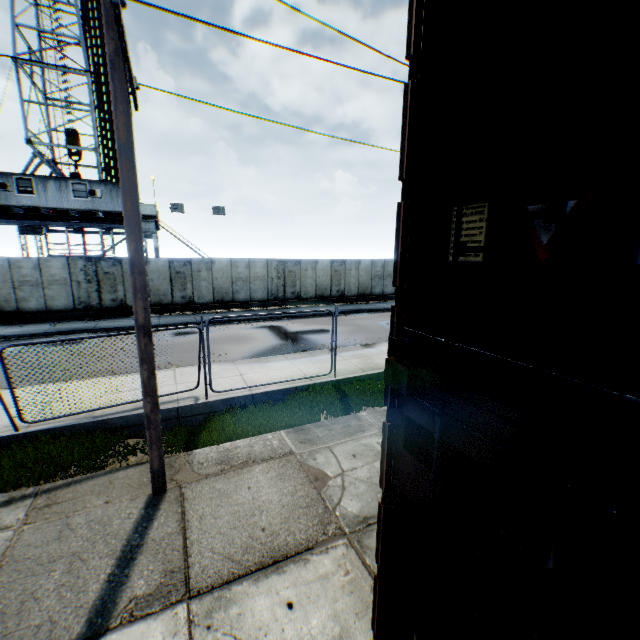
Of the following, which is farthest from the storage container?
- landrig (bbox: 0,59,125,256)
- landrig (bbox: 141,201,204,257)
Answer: landrig (bbox: 0,59,125,256)

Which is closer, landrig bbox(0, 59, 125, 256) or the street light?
the street light

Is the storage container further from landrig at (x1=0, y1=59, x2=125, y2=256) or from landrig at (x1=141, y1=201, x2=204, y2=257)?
landrig at (x1=0, y1=59, x2=125, y2=256)

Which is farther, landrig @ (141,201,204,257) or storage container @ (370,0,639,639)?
landrig @ (141,201,204,257)

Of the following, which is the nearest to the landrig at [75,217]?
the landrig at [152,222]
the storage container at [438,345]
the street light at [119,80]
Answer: the landrig at [152,222]

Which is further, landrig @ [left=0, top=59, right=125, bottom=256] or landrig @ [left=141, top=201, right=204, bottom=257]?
landrig @ [left=141, top=201, right=204, bottom=257]

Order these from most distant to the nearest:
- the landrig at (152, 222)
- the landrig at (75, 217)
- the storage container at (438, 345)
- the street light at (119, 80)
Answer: the landrig at (152, 222), the landrig at (75, 217), the street light at (119, 80), the storage container at (438, 345)

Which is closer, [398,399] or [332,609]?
[398,399]
